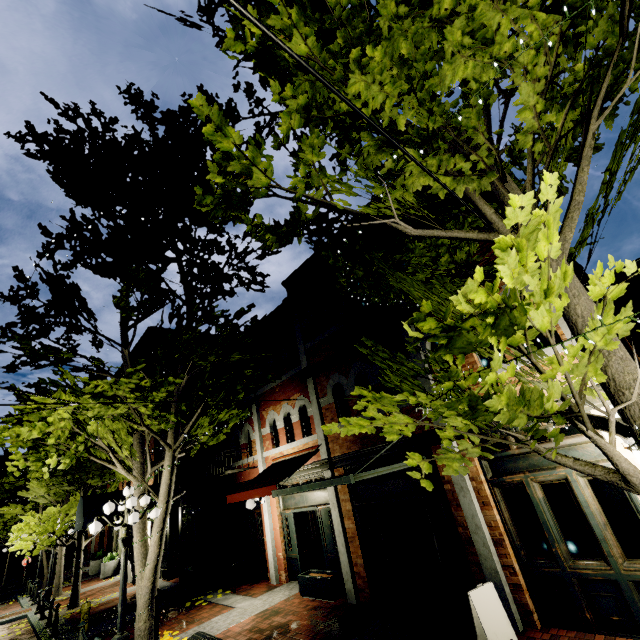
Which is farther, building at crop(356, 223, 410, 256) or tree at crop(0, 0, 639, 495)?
building at crop(356, 223, 410, 256)

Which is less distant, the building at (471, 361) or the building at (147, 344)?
the building at (471, 361)

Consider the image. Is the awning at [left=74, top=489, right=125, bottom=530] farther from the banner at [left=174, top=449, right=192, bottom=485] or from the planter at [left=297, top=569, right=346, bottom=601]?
the planter at [left=297, top=569, right=346, bottom=601]

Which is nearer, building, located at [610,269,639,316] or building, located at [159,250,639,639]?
building, located at [159,250,639,639]

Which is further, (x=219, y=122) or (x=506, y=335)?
(x=219, y=122)

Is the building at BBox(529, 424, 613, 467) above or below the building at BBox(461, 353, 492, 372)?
below

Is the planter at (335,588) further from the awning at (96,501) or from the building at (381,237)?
the awning at (96,501)

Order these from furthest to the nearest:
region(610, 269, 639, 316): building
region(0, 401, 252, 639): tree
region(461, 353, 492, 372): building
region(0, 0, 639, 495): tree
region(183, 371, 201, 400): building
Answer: region(610, 269, 639, 316): building → region(183, 371, 201, 400): building → region(0, 401, 252, 639): tree → region(461, 353, 492, 372): building → region(0, 0, 639, 495): tree
